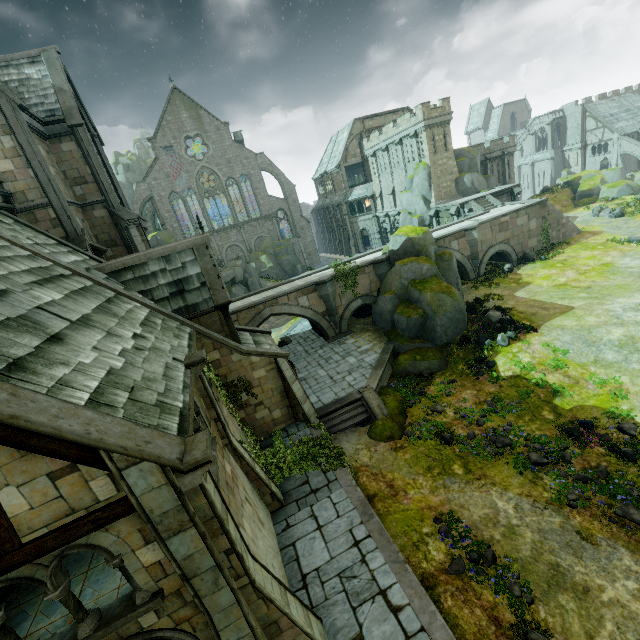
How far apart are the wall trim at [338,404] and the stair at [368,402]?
0.0 meters

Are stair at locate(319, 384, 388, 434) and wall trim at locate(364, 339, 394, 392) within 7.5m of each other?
yes

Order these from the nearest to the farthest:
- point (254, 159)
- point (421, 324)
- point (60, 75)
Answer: point (60, 75) < point (421, 324) < point (254, 159)

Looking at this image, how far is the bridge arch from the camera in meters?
29.3 m

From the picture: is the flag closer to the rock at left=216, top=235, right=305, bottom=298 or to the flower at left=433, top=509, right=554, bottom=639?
the rock at left=216, top=235, right=305, bottom=298

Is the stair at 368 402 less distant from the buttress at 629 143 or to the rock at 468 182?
the rock at 468 182

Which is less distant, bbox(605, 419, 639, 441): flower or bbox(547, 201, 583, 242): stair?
bbox(605, 419, 639, 441): flower

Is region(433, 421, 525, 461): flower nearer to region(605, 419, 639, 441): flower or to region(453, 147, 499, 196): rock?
region(605, 419, 639, 441): flower
